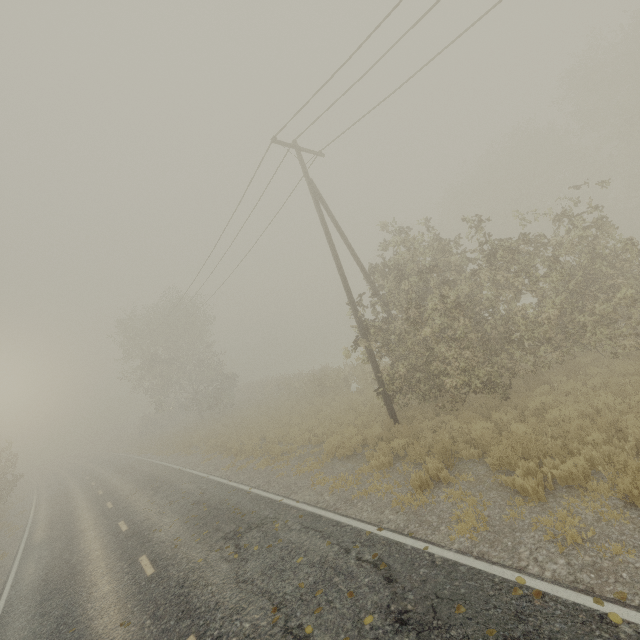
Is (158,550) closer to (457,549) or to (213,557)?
(213,557)

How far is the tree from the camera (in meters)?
23.47

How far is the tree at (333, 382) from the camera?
23.47m
